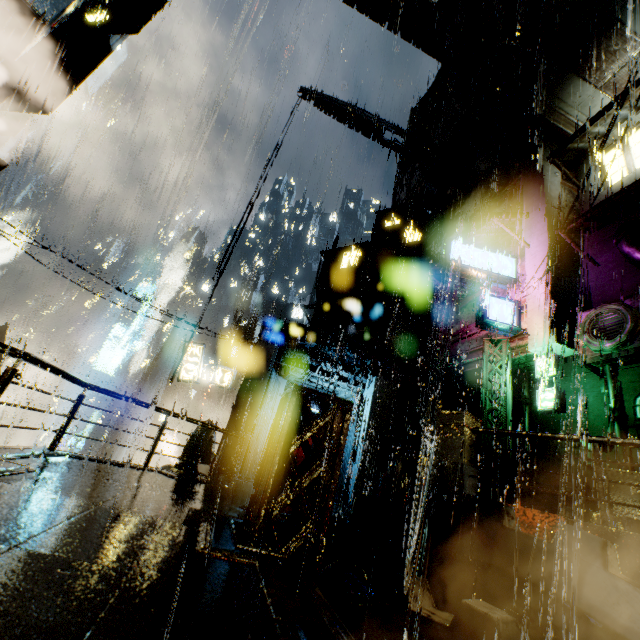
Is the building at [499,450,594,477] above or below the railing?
above

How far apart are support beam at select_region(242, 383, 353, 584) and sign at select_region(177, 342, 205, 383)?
14.3m

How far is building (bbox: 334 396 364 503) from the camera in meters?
15.8 m

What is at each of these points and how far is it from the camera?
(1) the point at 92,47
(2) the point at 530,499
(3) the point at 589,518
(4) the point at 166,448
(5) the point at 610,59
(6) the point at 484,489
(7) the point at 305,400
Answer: (1) building, 19.44m
(2) building, 14.39m
(3) structural stair, 7.56m
(4) building, 55.03m
(5) building, 14.54m
(6) building, 12.14m
(7) support beam, 5.08m

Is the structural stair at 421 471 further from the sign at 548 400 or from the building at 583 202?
the sign at 548 400

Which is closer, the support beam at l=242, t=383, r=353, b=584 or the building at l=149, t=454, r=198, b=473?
the support beam at l=242, t=383, r=353, b=584

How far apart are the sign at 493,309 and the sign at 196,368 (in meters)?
13.03

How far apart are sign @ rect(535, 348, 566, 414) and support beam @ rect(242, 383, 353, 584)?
11.2m
